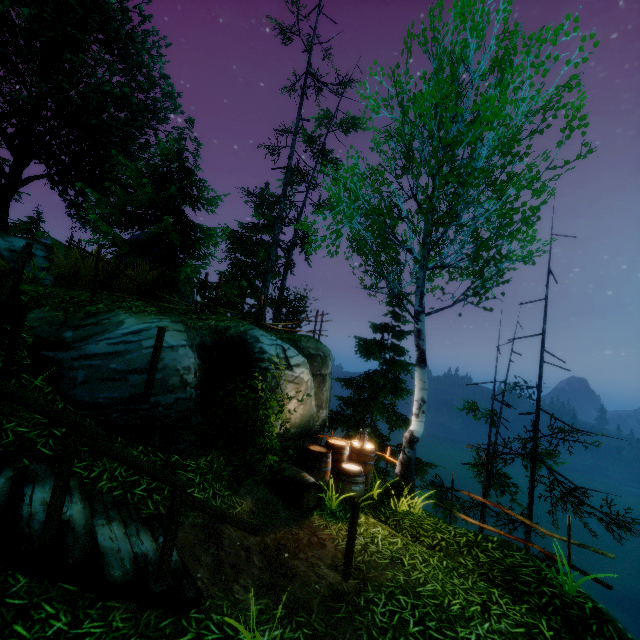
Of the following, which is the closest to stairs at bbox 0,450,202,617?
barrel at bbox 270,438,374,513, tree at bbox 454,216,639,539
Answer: barrel at bbox 270,438,374,513

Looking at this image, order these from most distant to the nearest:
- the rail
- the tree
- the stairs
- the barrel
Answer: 1. the tree
2. the barrel
3. the rail
4. the stairs

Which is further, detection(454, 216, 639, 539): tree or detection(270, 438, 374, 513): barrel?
detection(454, 216, 639, 539): tree

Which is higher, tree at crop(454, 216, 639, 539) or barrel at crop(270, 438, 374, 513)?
A: tree at crop(454, 216, 639, 539)

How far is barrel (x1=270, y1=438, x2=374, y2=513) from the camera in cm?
655

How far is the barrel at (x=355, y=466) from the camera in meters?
6.6

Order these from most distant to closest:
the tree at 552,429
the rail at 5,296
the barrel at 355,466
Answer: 1. the tree at 552,429
2. the barrel at 355,466
3. the rail at 5,296

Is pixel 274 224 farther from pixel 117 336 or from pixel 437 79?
pixel 117 336
